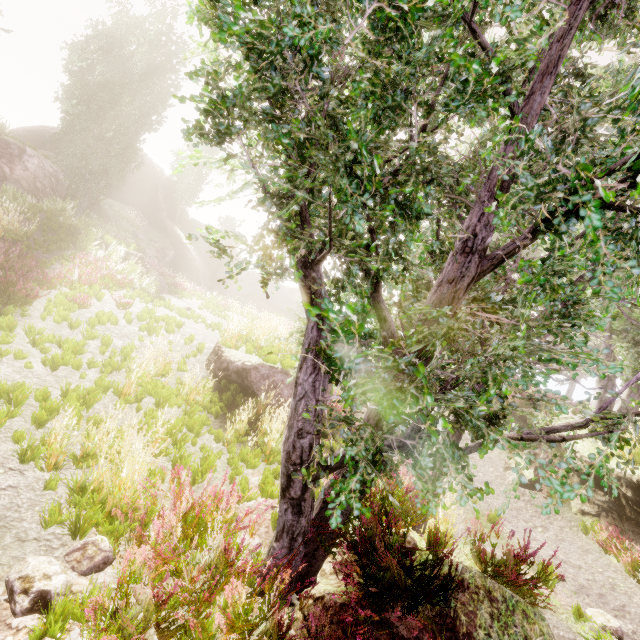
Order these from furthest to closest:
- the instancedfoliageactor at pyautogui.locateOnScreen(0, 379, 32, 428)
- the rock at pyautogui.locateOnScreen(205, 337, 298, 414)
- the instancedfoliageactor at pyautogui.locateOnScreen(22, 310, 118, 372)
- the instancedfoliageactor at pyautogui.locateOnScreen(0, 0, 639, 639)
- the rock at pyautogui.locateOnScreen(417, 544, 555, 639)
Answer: the rock at pyautogui.locateOnScreen(205, 337, 298, 414), the instancedfoliageactor at pyautogui.locateOnScreen(22, 310, 118, 372), the instancedfoliageactor at pyautogui.locateOnScreen(0, 379, 32, 428), the rock at pyautogui.locateOnScreen(417, 544, 555, 639), the instancedfoliageactor at pyautogui.locateOnScreen(0, 0, 639, 639)

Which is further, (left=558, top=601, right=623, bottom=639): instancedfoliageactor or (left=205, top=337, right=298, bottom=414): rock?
(left=205, top=337, right=298, bottom=414): rock

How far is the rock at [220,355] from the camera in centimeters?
870cm

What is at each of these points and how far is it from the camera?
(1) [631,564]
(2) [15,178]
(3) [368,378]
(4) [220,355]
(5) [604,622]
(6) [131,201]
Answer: (1) instancedfoliageactor, 6.95m
(2) rock, 20.06m
(3) instancedfoliageactor, 4.15m
(4) rock, 9.19m
(5) instancedfoliageactor, 5.32m
(6) rock, 33.12m

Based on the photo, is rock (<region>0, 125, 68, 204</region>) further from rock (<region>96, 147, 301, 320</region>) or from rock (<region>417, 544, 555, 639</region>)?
rock (<region>417, 544, 555, 639</region>)

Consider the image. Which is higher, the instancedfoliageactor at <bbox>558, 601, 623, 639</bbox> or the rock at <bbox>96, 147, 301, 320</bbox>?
the rock at <bbox>96, 147, 301, 320</bbox>

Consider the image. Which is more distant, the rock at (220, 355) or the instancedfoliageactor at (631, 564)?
the rock at (220, 355)

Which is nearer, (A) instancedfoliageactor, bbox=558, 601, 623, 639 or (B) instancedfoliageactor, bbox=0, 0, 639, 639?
(B) instancedfoliageactor, bbox=0, 0, 639, 639
